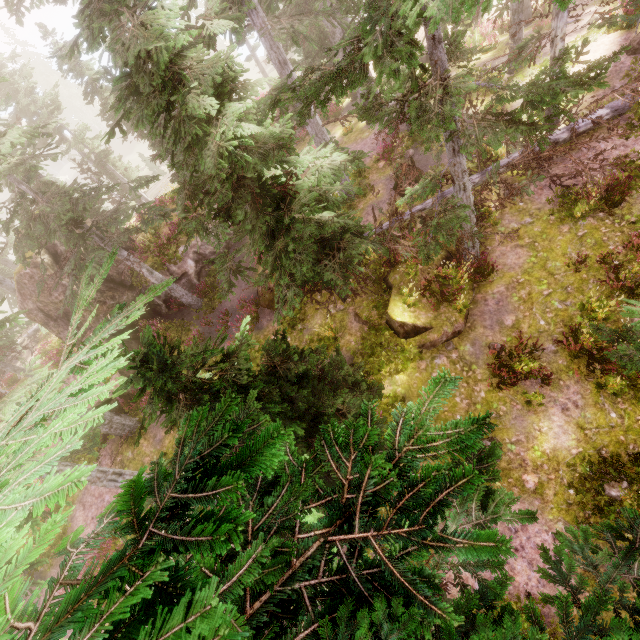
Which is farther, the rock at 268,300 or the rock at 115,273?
the rock at 115,273

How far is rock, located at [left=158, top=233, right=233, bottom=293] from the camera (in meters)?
19.22

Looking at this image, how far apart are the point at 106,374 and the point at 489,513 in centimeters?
456cm

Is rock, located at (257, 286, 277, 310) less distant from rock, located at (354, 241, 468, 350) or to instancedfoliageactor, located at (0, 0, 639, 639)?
instancedfoliageactor, located at (0, 0, 639, 639)

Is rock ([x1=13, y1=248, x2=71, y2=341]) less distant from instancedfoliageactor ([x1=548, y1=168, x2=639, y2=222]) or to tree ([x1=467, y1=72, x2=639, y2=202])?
instancedfoliageactor ([x1=548, y1=168, x2=639, y2=222])

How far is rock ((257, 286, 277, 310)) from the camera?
16.8m

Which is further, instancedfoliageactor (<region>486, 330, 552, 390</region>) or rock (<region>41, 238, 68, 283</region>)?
rock (<region>41, 238, 68, 283</region>)

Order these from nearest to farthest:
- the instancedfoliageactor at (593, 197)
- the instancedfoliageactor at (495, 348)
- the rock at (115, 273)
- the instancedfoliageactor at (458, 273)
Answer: the instancedfoliageactor at (495, 348), the instancedfoliageactor at (593, 197), the instancedfoliageactor at (458, 273), the rock at (115, 273)
